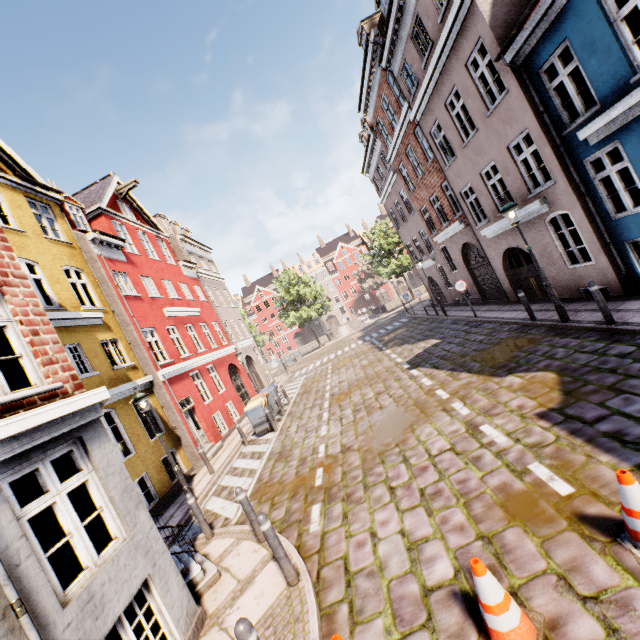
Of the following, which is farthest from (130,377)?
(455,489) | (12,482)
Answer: (455,489)

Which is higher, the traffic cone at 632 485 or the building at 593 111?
the building at 593 111

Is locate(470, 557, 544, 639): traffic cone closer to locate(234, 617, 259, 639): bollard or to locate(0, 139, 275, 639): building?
locate(234, 617, 259, 639): bollard

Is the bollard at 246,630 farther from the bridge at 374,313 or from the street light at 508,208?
the bridge at 374,313

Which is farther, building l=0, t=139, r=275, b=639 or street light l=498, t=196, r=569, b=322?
street light l=498, t=196, r=569, b=322

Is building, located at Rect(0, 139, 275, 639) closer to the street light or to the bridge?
the street light

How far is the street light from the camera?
9.04m

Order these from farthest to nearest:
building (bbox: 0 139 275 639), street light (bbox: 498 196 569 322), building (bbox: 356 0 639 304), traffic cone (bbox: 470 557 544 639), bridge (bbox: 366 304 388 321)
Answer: bridge (bbox: 366 304 388 321) < street light (bbox: 498 196 569 322) < building (bbox: 356 0 639 304) < building (bbox: 0 139 275 639) < traffic cone (bbox: 470 557 544 639)
